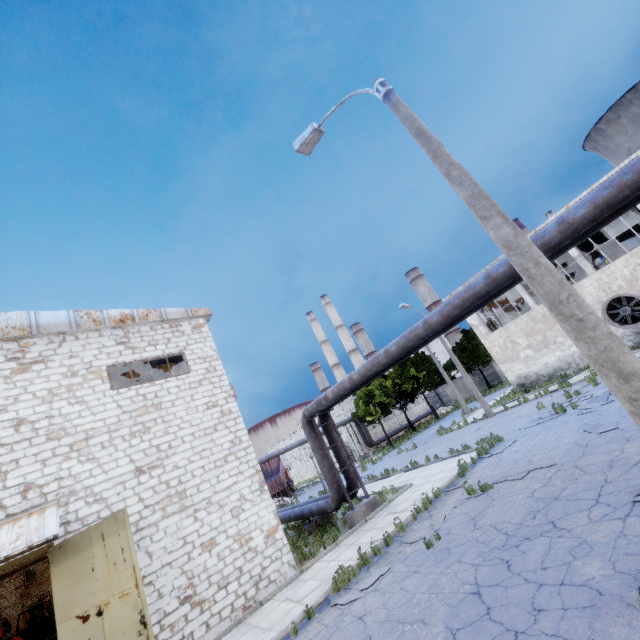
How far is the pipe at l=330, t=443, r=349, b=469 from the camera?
15.10m

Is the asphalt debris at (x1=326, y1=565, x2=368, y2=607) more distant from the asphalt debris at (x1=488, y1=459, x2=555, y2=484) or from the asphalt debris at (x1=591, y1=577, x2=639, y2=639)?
the asphalt debris at (x1=591, y1=577, x2=639, y2=639)

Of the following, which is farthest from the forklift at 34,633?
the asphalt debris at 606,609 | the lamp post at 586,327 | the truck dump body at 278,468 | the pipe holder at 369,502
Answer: the lamp post at 586,327

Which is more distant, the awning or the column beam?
the column beam

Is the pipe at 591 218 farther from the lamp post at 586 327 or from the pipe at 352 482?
the lamp post at 586 327

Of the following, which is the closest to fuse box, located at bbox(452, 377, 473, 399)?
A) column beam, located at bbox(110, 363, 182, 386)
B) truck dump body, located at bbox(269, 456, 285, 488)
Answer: truck dump body, located at bbox(269, 456, 285, 488)

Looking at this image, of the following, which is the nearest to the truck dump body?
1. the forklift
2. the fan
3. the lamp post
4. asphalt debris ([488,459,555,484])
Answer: the forklift

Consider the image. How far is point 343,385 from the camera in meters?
12.8 m
